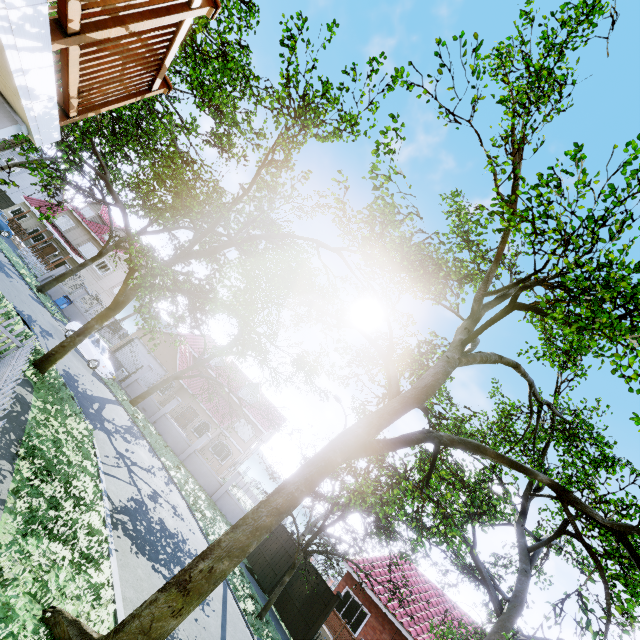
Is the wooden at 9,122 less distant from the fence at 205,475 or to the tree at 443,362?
the tree at 443,362

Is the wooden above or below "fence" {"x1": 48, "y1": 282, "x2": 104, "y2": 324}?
above

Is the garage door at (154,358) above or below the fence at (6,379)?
above

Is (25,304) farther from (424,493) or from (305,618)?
(424,493)

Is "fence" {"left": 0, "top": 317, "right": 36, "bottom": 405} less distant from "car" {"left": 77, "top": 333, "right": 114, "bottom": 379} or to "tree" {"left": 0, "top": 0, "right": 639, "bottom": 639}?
"tree" {"left": 0, "top": 0, "right": 639, "bottom": 639}

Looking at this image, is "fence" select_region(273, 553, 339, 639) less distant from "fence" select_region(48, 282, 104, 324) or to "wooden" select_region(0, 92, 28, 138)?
"fence" select_region(48, 282, 104, 324)

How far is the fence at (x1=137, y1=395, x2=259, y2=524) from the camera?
22.42m

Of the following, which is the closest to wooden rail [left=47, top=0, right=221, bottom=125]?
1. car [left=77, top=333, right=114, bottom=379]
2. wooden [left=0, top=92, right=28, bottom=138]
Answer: wooden [left=0, top=92, right=28, bottom=138]
